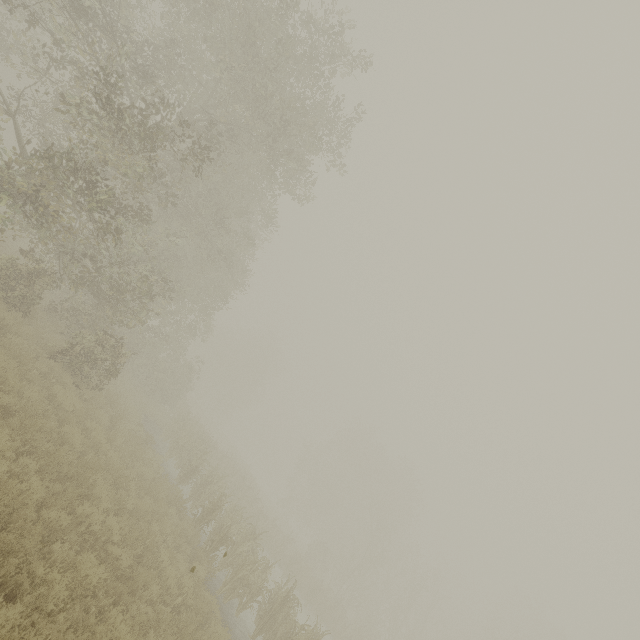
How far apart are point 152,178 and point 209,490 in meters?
14.0 m
